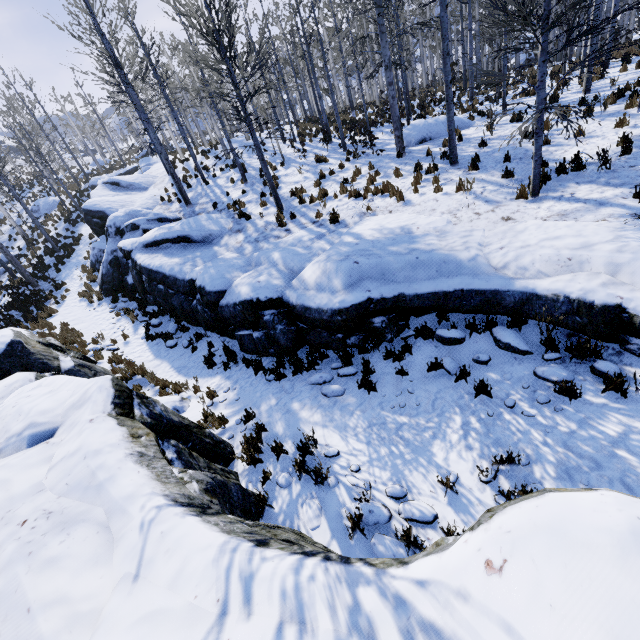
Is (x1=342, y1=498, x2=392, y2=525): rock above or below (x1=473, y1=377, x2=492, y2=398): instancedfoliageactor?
above

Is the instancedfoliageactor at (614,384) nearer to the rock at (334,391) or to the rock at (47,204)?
the rock at (334,391)

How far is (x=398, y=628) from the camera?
1.6m

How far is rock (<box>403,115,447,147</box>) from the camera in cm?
1417

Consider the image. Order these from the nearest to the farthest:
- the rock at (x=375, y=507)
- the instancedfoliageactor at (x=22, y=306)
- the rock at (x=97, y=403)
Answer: the rock at (x=97, y=403)
the rock at (x=375, y=507)
the instancedfoliageactor at (x=22, y=306)

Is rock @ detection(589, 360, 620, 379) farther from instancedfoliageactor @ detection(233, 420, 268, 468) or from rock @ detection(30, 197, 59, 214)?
rock @ detection(30, 197, 59, 214)

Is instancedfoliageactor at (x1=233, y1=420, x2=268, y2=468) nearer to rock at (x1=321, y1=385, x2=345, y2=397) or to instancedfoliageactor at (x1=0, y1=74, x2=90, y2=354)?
rock at (x1=321, y1=385, x2=345, y2=397)

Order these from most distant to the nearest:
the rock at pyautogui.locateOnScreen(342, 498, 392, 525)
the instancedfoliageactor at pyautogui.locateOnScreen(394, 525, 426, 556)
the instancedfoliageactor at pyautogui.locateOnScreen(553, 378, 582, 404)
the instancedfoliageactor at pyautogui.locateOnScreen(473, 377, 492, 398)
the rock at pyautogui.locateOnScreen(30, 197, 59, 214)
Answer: the rock at pyautogui.locateOnScreen(30, 197, 59, 214), the instancedfoliageactor at pyautogui.locateOnScreen(473, 377, 492, 398), the instancedfoliageactor at pyautogui.locateOnScreen(553, 378, 582, 404), the rock at pyautogui.locateOnScreen(342, 498, 392, 525), the instancedfoliageactor at pyautogui.locateOnScreen(394, 525, 426, 556)
